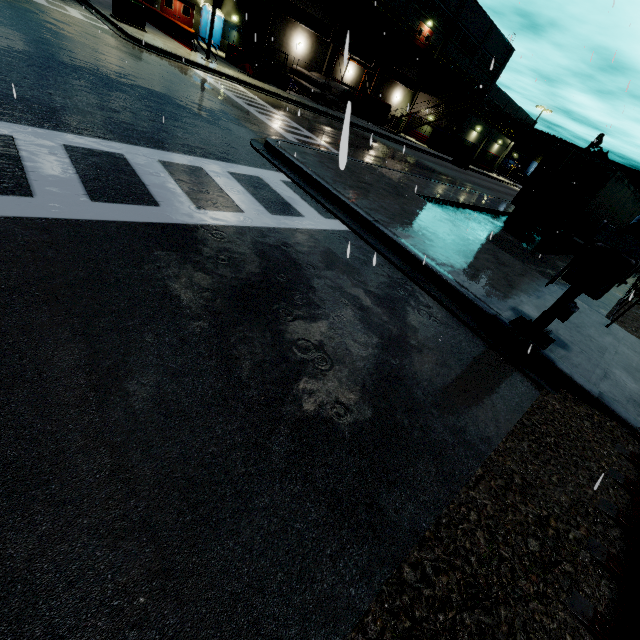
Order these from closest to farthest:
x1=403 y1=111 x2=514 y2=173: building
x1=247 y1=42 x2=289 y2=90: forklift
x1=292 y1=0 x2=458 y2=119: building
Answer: x1=247 y1=42 x2=289 y2=90: forklift < x1=292 y1=0 x2=458 y2=119: building < x1=403 y1=111 x2=514 y2=173: building

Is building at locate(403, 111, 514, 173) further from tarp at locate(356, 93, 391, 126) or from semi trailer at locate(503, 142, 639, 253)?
tarp at locate(356, 93, 391, 126)

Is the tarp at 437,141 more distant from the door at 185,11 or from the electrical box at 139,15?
the electrical box at 139,15

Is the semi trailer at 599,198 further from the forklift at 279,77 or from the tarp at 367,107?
the forklift at 279,77

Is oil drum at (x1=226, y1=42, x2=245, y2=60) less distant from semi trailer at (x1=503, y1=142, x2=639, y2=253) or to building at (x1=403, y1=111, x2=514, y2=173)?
building at (x1=403, y1=111, x2=514, y2=173)

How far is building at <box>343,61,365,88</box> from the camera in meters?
34.3 m

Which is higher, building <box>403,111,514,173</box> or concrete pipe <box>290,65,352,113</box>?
building <box>403,111,514,173</box>

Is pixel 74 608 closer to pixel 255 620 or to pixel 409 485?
pixel 255 620
